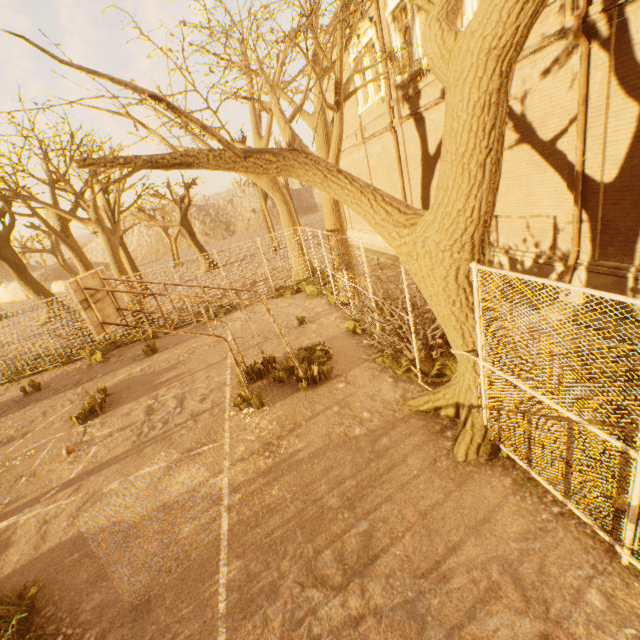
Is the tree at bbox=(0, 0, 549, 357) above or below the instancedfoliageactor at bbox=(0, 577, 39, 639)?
above

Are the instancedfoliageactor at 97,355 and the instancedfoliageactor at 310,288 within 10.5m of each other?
yes

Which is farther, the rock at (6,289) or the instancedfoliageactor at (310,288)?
the rock at (6,289)

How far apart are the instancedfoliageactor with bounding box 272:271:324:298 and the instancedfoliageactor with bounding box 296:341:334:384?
4.8 meters

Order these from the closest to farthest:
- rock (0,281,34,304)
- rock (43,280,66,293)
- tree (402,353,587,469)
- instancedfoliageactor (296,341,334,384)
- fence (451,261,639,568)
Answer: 1. fence (451,261,639,568)
2. tree (402,353,587,469)
3. instancedfoliageactor (296,341,334,384)
4. rock (43,280,66,293)
5. rock (0,281,34,304)

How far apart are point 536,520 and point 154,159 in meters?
6.6

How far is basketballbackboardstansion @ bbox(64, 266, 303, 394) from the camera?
6.1 meters

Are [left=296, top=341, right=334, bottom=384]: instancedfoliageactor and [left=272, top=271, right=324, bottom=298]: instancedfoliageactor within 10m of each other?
yes
